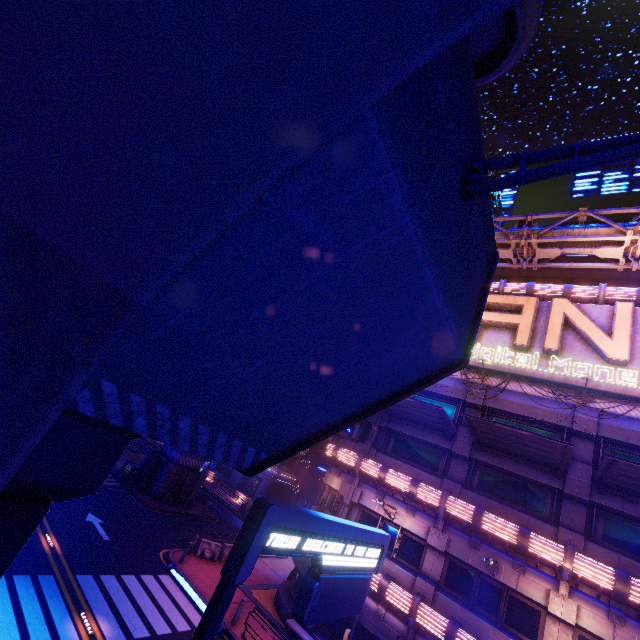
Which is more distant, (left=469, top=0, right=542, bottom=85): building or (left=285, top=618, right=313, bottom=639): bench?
(left=285, top=618, right=313, bottom=639): bench

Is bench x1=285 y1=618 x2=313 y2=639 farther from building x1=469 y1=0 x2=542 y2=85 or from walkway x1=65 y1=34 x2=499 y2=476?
building x1=469 y1=0 x2=542 y2=85

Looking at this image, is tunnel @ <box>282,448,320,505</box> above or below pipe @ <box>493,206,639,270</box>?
below

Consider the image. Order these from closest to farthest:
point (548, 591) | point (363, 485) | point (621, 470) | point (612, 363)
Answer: point (621, 470) < point (548, 591) < point (612, 363) < point (363, 485)

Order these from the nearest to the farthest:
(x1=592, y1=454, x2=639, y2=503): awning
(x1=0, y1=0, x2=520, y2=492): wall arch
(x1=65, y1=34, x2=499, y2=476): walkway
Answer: (x1=0, y1=0, x2=520, y2=492): wall arch, (x1=65, y1=34, x2=499, y2=476): walkway, (x1=592, y1=454, x2=639, y2=503): awning

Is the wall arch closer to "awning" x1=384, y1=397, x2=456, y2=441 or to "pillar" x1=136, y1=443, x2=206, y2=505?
"awning" x1=384, y1=397, x2=456, y2=441

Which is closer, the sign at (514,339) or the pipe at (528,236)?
the sign at (514,339)

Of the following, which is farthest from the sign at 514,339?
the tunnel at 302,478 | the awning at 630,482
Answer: the tunnel at 302,478
